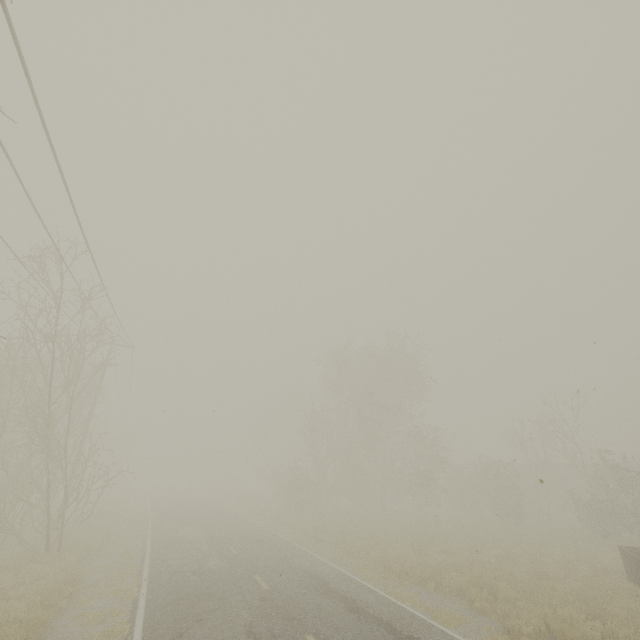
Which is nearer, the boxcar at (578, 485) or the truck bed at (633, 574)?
the truck bed at (633, 574)

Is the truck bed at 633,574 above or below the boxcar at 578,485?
below

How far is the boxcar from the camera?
37.2m

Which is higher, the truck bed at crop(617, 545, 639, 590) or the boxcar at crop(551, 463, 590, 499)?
the boxcar at crop(551, 463, 590, 499)

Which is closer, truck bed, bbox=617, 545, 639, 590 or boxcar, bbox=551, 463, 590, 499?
truck bed, bbox=617, 545, 639, 590

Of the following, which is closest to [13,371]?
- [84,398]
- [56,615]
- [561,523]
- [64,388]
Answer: [64,388]
